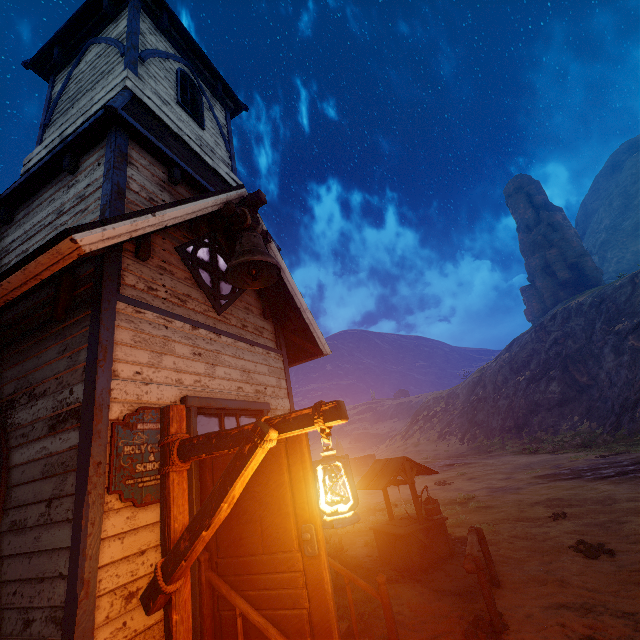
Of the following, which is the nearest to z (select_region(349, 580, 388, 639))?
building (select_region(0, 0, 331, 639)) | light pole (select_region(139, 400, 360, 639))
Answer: building (select_region(0, 0, 331, 639))

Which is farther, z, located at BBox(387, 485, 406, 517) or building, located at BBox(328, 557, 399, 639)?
z, located at BBox(387, 485, 406, 517)

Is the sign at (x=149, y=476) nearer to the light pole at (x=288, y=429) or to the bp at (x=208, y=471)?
the bp at (x=208, y=471)

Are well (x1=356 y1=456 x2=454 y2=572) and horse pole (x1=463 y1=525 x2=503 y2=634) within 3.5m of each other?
yes

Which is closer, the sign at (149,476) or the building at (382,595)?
the sign at (149,476)

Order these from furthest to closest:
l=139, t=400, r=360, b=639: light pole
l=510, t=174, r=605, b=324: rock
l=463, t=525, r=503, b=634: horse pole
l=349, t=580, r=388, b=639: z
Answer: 1. l=510, t=174, r=605, b=324: rock
2. l=349, t=580, r=388, b=639: z
3. l=463, t=525, r=503, b=634: horse pole
4. l=139, t=400, r=360, b=639: light pole

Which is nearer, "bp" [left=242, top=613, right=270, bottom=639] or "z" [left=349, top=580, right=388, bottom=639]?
"bp" [left=242, top=613, right=270, bottom=639]

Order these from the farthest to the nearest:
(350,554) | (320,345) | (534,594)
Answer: (350,554) → (320,345) → (534,594)
